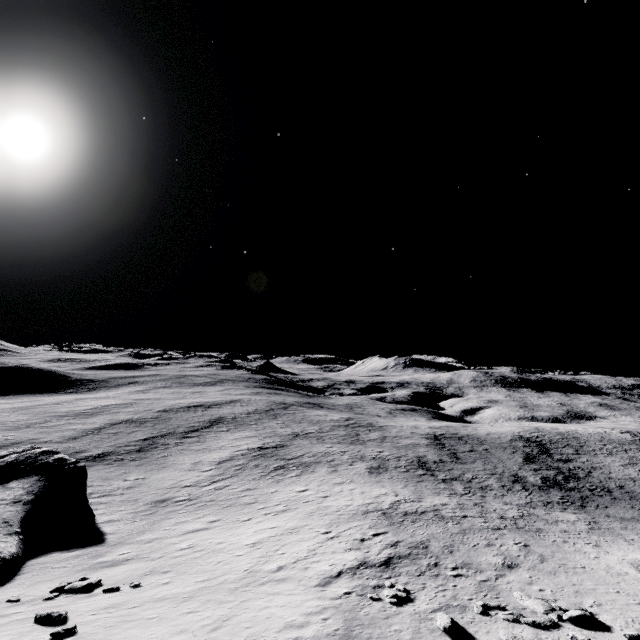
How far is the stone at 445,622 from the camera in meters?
11.5

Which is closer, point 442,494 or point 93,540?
point 93,540

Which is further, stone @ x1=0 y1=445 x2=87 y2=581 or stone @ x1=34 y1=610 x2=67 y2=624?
stone @ x1=0 y1=445 x2=87 y2=581

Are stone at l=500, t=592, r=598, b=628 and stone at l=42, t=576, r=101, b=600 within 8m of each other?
no

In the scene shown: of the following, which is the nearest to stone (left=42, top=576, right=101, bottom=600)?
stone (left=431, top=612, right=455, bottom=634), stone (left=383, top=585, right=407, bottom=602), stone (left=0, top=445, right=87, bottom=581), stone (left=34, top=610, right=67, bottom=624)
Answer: stone (left=34, top=610, right=67, bottom=624)

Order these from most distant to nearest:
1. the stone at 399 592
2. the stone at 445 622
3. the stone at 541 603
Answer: the stone at 399 592, the stone at 541 603, the stone at 445 622

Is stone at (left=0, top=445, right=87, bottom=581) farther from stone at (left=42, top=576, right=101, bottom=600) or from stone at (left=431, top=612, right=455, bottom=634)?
stone at (left=431, top=612, right=455, bottom=634)

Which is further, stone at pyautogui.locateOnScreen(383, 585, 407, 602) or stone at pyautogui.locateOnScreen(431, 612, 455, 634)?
stone at pyautogui.locateOnScreen(383, 585, 407, 602)
